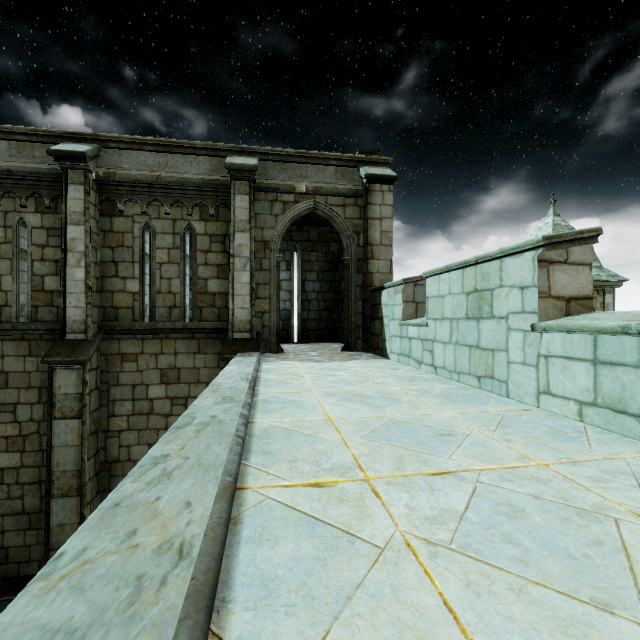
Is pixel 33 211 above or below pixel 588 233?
above
